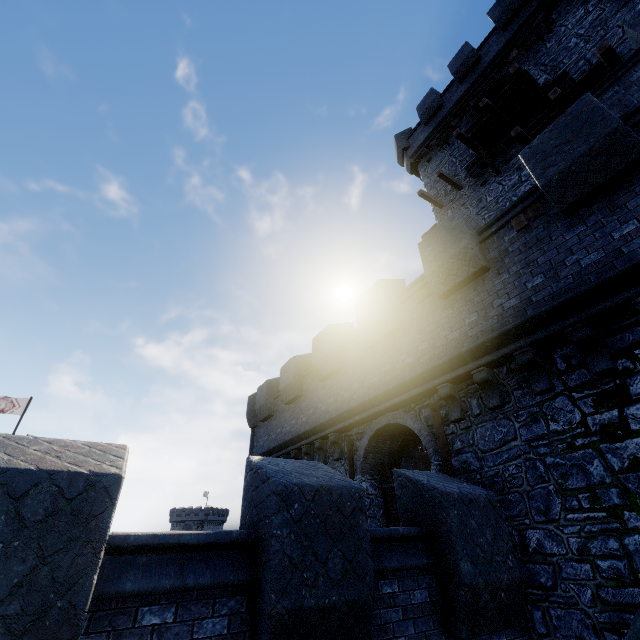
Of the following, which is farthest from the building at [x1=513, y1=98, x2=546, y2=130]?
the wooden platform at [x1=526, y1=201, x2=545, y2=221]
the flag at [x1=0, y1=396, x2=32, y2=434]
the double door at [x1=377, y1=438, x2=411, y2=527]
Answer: the flag at [x1=0, y1=396, x2=32, y2=434]

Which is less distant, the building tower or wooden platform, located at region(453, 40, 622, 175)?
the building tower

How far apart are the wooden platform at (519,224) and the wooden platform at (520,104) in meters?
8.9 m

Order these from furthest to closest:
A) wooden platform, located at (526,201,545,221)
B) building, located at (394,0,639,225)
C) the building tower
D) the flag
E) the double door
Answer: the flag < building, located at (394,0,639,225) < the double door < wooden platform, located at (526,201,545,221) < the building tower

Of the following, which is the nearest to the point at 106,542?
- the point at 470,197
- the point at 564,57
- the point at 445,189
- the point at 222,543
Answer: the point at 222,543

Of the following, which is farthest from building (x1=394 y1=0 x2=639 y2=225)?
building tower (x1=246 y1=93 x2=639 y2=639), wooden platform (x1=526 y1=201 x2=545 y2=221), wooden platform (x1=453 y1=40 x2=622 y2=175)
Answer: wooden platform (x1=526 y1=201 x2=545 y2=221)

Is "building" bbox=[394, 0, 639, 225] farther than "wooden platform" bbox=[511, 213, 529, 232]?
Yes
